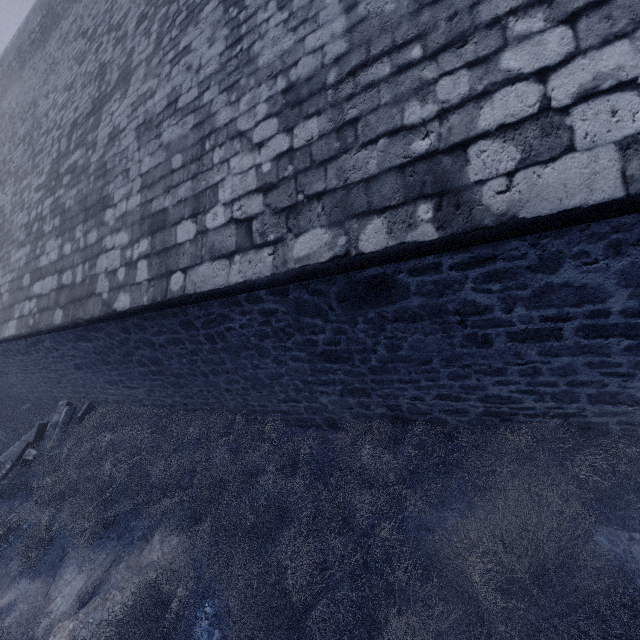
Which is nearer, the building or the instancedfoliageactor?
the building

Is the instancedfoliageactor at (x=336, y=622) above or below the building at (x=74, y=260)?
below

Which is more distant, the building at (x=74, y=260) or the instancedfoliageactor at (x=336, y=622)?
the instancedfoliageactor at (x=336, y=622)

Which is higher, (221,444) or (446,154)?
(446,154)

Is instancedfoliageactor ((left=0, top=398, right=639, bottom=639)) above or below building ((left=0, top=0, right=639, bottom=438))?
below
